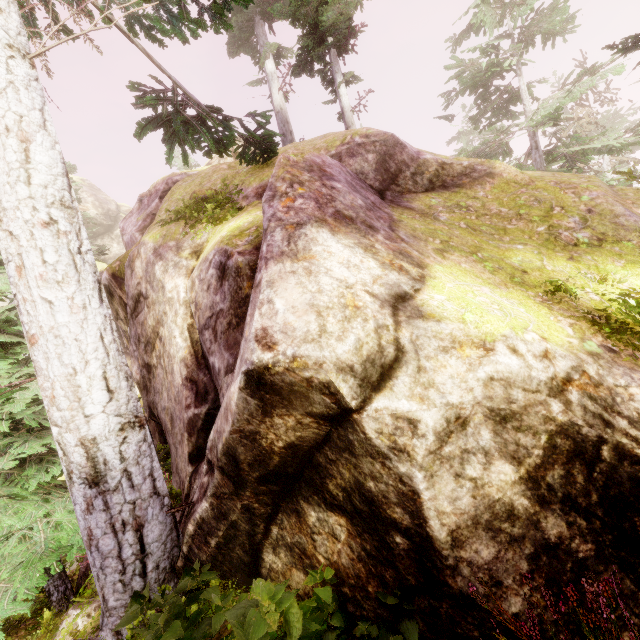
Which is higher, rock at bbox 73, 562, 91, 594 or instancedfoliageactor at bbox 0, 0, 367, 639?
instancedfoliageactor at bbox 0, 0, 367, 639

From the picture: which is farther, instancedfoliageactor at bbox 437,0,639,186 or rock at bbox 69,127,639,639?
instancedfoliageactor at bbox 437,0,639,186

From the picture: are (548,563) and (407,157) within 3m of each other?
no

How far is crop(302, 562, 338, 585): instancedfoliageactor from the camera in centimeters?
256cm

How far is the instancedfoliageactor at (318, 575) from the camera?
2.6m

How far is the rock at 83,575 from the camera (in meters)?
5.18

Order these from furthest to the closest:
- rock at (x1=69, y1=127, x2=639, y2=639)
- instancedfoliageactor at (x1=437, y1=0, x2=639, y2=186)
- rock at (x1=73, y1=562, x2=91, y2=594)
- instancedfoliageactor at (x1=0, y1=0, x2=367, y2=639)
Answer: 1. instancedfoliageactor at (x1=437, y1=0, x2=639, y2=186)
2. rock at (x1=73, y1=562, x2=91, y2=594)
3. instancedfoliageactor at (x1=0, y1=0, x2=367, y2=639)
4. rock at (x1=69, y1=127, x2=639, y2=639)
